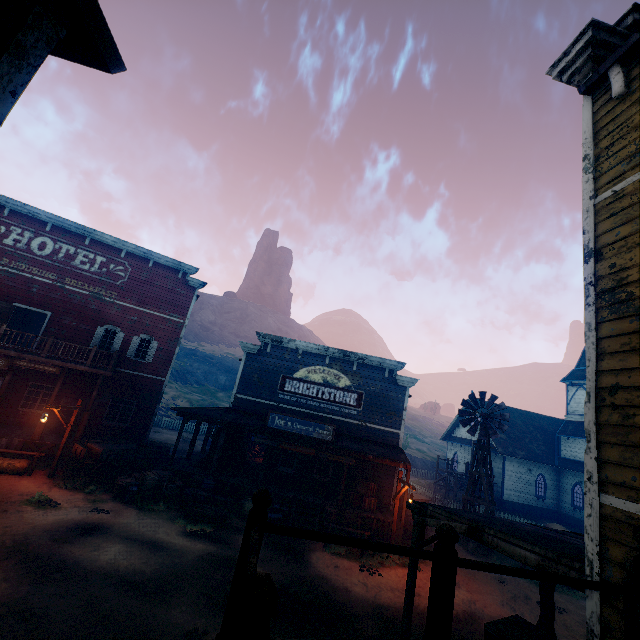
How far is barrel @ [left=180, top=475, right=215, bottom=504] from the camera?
14.30m

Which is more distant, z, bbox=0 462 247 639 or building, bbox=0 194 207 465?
building, bbox=0 194 207 465

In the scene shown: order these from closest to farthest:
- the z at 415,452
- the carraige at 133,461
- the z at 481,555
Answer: the carraige at 133,461 → the z at 481,555 → the z at 415,452

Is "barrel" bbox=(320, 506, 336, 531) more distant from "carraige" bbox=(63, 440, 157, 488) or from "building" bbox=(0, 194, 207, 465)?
"carraige" bbox=(63, 440, 157, 488)

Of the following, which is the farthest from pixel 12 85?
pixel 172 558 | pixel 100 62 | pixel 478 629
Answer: pixel 478 629

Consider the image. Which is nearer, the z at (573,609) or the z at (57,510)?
the z at (57,510)

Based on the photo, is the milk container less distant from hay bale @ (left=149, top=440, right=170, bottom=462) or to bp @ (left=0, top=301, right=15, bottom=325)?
hay bale @ (left=149, top=440, right=170, bottom=462)

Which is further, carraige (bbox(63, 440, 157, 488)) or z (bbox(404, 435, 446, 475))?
z (bbox(404, 435, 446, 475))
